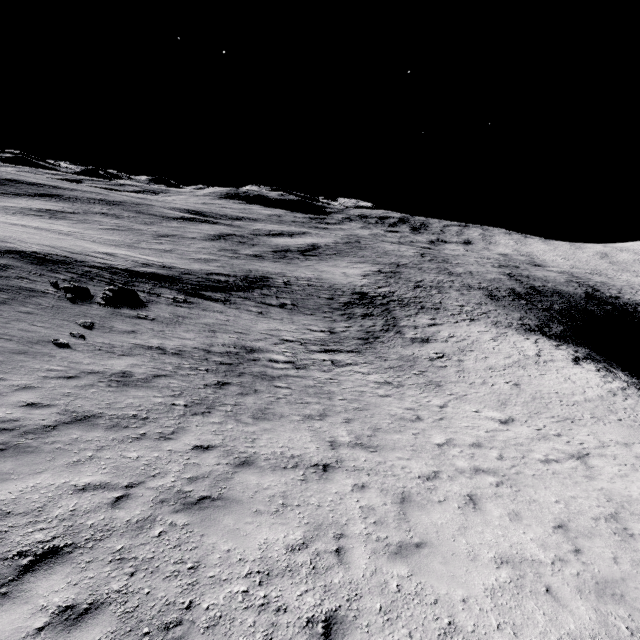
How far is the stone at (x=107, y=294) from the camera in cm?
1858

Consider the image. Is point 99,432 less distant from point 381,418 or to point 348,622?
point 348,622

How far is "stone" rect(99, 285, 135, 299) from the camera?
18.58m
